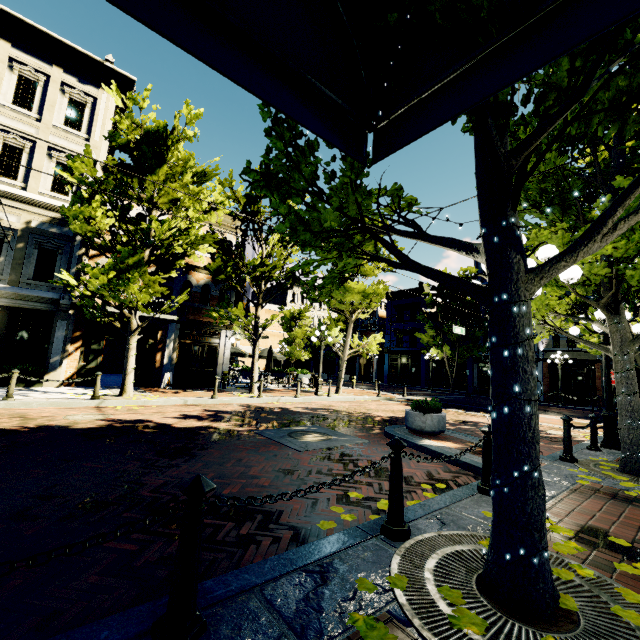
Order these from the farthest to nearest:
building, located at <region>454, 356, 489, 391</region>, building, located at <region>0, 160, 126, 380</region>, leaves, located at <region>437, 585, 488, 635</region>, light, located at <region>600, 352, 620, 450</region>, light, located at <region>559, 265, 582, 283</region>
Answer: building, located at <region>454, 356, 489, 391</region> → building, located at <region>0, 160, 126, 380</region> → light, located at <region>600, 352, 620, 450</region> → light, located at <region>559, 265, 582, 283</region> → leaves, located at <region>437, 585, 488, 635</region>

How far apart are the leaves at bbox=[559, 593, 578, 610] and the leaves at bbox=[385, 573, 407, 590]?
1.1 meters

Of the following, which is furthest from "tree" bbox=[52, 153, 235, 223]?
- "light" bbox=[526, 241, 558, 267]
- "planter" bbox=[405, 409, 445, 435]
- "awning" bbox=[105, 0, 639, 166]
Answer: "planter" bbox=[405, 409, 445, 435]

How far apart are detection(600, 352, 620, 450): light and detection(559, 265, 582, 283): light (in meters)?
4.36

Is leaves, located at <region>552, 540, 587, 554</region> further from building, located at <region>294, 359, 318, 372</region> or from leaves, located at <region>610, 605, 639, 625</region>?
building, located at <region>294, 359, 318, 372</region>

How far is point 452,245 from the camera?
3.0 meters

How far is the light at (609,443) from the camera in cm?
780

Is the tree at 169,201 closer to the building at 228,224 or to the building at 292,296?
the building at 292,296
